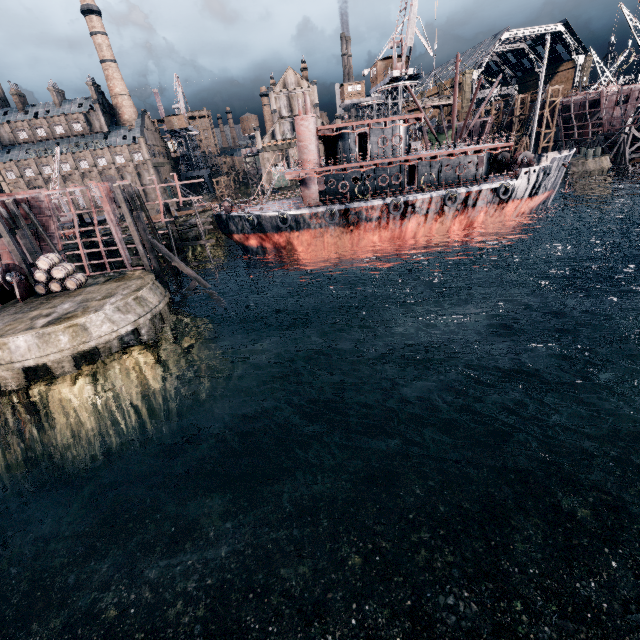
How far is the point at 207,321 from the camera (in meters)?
27.00

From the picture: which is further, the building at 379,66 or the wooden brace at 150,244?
the building at 379,66

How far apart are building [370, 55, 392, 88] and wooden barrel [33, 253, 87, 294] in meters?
49.8

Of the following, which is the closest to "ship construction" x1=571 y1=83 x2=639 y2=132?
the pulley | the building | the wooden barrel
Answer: the building

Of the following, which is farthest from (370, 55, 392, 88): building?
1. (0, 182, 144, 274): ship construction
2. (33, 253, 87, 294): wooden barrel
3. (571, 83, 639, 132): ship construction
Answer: (33, 253, 87, 294): wooden barrel

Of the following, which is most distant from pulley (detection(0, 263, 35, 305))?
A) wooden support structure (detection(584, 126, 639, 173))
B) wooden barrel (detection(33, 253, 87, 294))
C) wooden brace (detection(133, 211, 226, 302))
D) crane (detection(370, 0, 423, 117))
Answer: wooden support structure (detection(584, 126, 639, 173))

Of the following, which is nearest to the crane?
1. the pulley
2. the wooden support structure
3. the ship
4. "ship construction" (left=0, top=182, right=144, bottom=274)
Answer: the ship

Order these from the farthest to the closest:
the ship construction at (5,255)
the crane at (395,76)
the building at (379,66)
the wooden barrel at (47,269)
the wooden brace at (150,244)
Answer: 1. the building at (379,66)
2. the crane at (395,76)
3. the ship construction at (5,255)
4. the wooden brace at (150,244)
5. the wooden barrel at (47,269)
